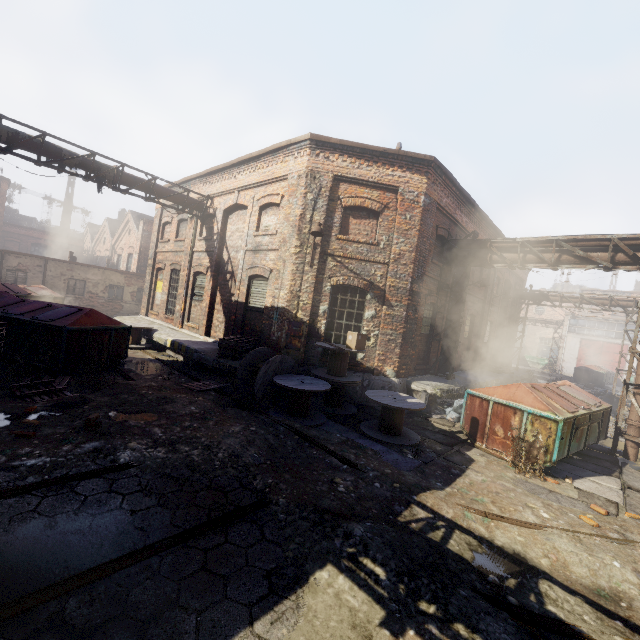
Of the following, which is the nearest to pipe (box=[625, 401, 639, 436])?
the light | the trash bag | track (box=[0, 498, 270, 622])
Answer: the trash bag

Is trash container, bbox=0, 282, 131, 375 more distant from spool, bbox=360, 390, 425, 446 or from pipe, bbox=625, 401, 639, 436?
pipe, bbox=625, 401, 639, 436

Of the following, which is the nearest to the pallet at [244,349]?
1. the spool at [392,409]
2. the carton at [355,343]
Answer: the carton at [355,343]

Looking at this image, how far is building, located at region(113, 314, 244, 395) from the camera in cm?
1047

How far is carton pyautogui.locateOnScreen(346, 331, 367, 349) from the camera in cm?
937

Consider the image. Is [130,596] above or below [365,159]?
below

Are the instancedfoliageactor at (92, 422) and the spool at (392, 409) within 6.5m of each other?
yes

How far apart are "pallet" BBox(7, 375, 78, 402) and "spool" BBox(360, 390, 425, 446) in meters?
6.8
